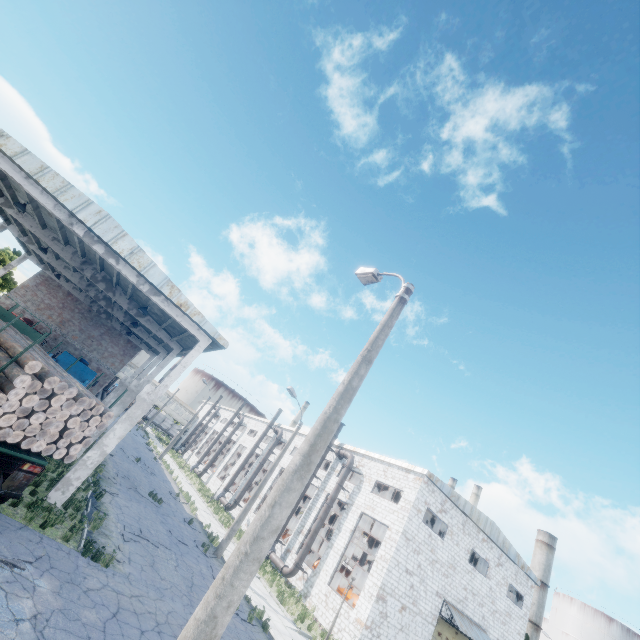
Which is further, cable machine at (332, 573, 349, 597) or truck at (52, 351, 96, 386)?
cable machine at (332, 573, 349, 597)

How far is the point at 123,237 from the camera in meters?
13.2 m

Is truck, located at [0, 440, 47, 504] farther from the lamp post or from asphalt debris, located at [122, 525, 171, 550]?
the lamp post

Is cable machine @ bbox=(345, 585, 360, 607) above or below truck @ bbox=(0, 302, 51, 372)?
below

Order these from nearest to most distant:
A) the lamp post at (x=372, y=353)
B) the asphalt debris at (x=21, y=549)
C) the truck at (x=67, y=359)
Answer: the lamp post at (x=372, y=353)
the asphalt debris at (x=21, y=549)
the truck at (x=67, y=359)

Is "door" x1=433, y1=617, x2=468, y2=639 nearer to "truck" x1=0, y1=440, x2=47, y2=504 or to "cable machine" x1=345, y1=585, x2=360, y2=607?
"cable machine" x1=345, y1=585, x2=360, y2=607

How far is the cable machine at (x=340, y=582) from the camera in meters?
23.8 m
